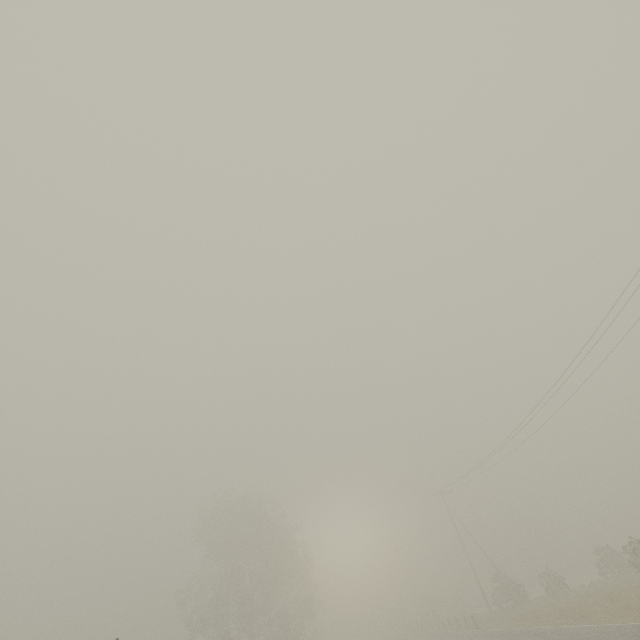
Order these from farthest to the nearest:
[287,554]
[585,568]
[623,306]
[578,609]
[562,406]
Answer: [585,568]
[287,554]
[562,406]
[578,609]
[623,306]
